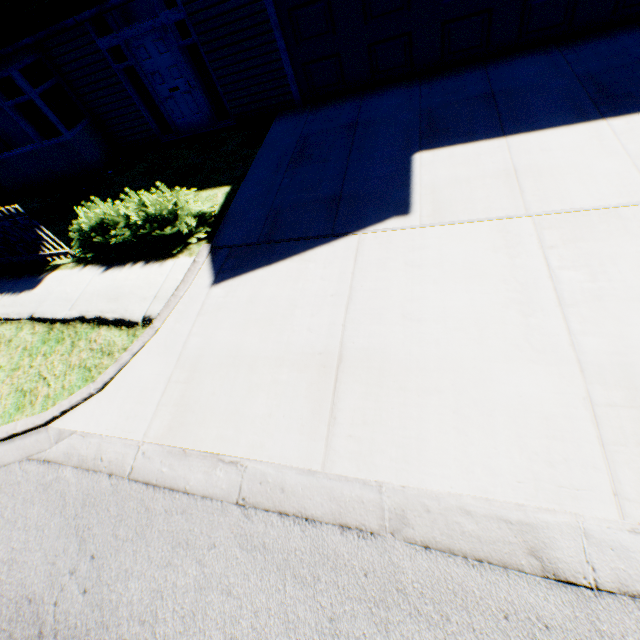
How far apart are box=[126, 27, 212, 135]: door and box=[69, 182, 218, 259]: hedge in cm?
390

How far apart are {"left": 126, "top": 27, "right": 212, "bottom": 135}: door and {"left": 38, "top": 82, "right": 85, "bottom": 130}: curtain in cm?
260

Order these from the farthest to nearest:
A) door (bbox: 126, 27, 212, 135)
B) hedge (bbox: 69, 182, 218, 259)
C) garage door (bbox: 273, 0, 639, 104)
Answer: door (bbox: 126, 27, 212, 135) → garage door (bbox: 273, 0, 639, 104) → hedge (bbox: 69, 182, 218, 259)

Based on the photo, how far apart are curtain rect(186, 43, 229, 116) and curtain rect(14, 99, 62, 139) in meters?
3.9

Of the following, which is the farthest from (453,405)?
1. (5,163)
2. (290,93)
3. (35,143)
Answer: (5,163)

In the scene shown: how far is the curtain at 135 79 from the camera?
8.2 meters

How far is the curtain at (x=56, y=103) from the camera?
8.3 meters

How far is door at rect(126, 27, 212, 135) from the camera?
7.4 meters
